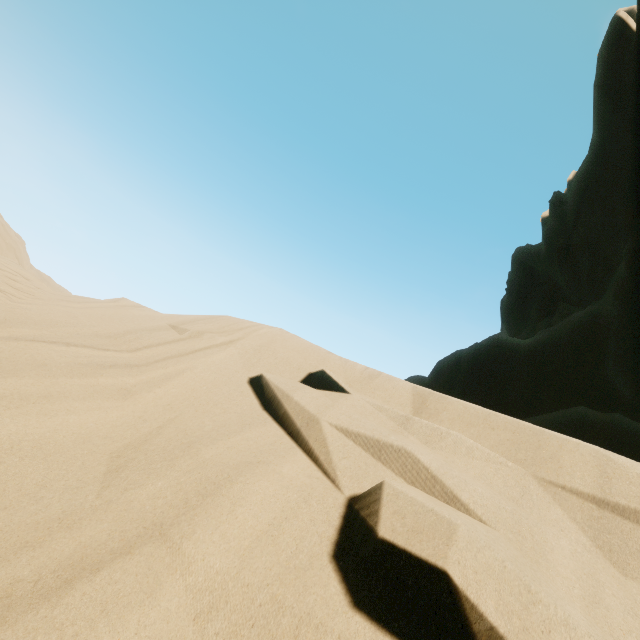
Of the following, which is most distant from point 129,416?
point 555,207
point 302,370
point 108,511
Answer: point 555,207
